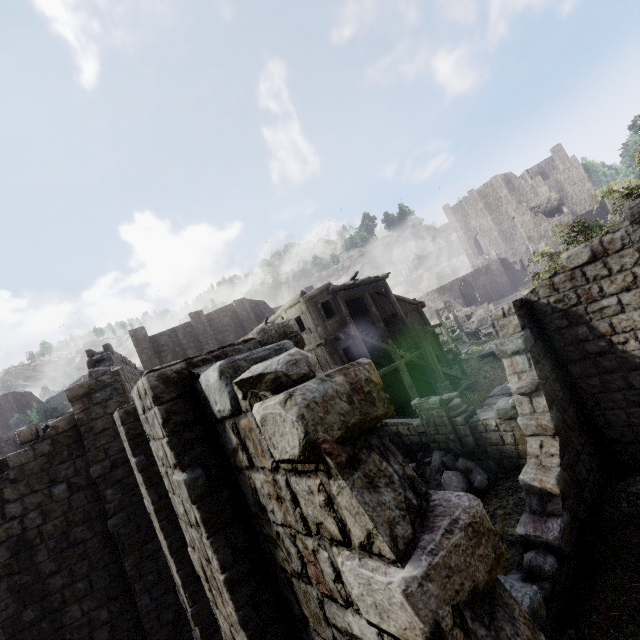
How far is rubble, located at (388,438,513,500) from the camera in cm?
1032

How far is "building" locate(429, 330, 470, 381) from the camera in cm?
2175

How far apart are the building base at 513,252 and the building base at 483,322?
20.42m

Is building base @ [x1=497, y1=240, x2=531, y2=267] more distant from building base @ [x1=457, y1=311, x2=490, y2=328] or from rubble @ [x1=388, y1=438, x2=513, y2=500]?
rubble @ [x1=388, y1=438, x2=513, y2=500]

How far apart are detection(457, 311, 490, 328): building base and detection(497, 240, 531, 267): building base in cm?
2042

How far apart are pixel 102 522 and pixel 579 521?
11.63m

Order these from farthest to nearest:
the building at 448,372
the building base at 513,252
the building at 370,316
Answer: the building base at 513,252
the building at 448,372
the building at 370,316

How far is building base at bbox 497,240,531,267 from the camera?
53.7m
